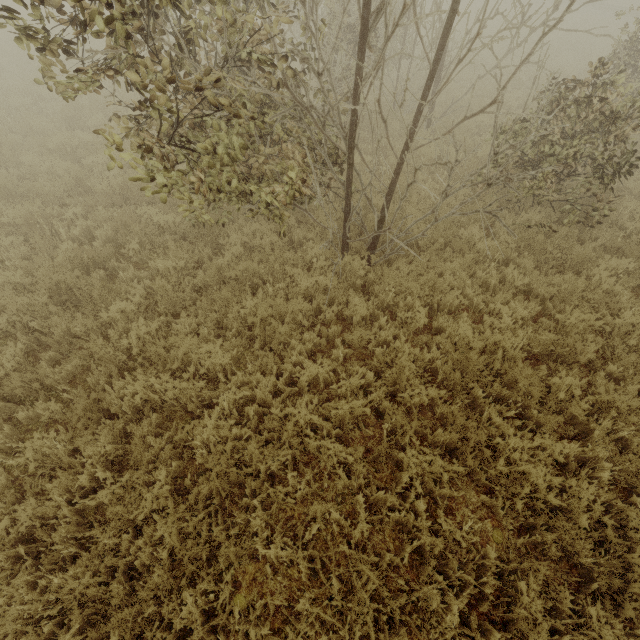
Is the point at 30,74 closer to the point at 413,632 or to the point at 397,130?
the point at 397,130
